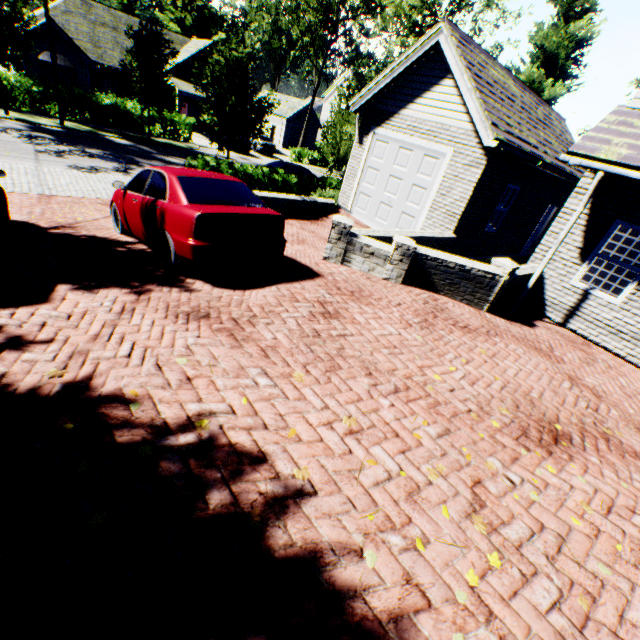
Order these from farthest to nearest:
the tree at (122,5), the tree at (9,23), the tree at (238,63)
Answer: the tree at (122,5), the tree at (9,23), the tree at (238,63)

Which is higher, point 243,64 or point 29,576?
point 243,64

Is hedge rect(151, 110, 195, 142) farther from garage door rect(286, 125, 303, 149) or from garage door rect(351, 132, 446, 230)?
garage door rect(351, 132, 446, 230)

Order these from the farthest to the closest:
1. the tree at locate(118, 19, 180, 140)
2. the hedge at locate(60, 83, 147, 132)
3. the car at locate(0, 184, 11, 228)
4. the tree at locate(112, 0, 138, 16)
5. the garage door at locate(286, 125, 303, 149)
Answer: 1. the tree at locate(112, 0, 138, 16)
2. the garage door at locate(286, 125, 303, 149)
3. the hedge at locate(60, 83, 147, 132)
4. the tree at locate(118, 19, 180, 140)
5. the car at locate(0, 184, 11, 228)

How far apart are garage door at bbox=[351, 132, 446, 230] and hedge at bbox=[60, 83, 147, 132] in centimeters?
1980cm

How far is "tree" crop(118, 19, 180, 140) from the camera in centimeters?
1859cm

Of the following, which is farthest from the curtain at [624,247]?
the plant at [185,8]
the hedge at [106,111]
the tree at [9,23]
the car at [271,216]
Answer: the plant at [185,8]

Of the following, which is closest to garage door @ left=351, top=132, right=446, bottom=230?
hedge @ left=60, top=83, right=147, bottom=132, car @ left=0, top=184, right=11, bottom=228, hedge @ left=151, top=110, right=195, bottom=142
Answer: car @ left=0, top=184, right=11, bottom=228
